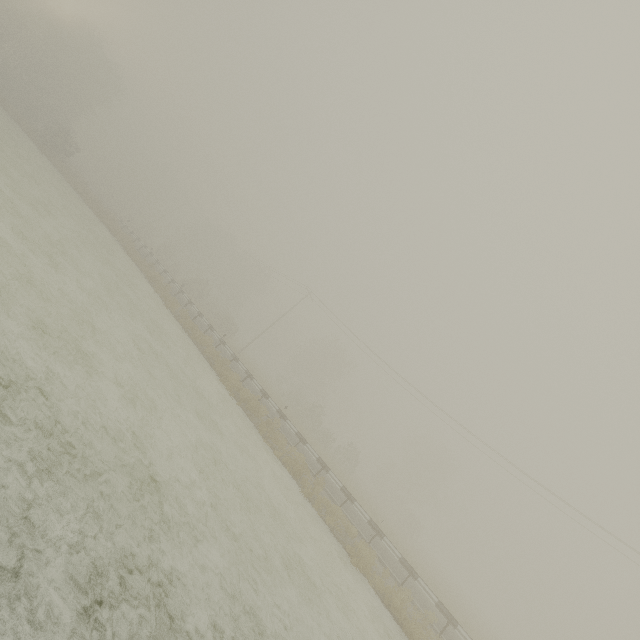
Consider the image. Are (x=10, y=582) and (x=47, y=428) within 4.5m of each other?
yes
